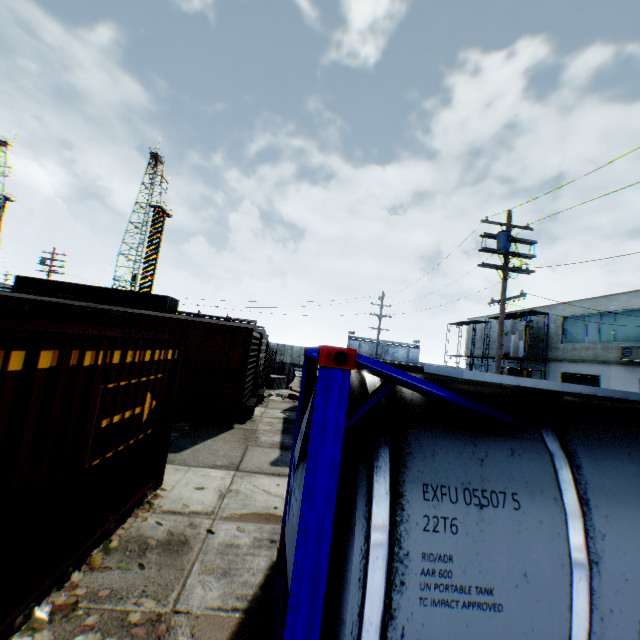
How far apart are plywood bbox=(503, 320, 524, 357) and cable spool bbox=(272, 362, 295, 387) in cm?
2010

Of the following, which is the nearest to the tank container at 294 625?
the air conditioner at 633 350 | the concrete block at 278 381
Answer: the concrete block at 278 381

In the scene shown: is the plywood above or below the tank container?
above

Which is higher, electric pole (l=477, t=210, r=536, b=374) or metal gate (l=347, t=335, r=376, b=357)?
electric pole (l=477, t=210, r=536, b=374)

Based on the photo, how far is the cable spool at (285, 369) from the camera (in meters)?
24.27

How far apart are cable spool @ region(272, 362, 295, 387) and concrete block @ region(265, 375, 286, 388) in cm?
21

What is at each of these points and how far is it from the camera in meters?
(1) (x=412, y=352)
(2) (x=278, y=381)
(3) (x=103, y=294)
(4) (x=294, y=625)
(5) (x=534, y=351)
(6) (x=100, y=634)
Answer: (1) metal gate, 51.2 m
(2) concrete block, 22.6 m
(3) storage container, 26.7 m
(4) tank container, 1.8 m
(5) building, 30.6 m
(6) leaf decal, 3.1 m

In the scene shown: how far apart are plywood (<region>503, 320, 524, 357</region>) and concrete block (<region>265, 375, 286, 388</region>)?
20.9m
